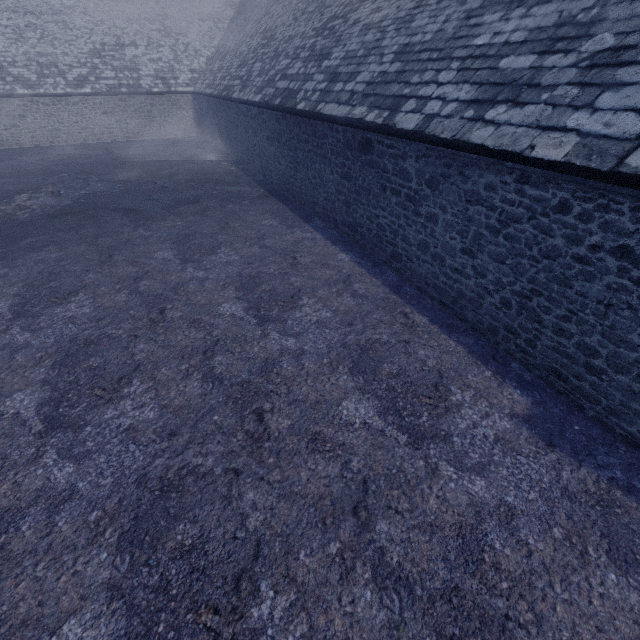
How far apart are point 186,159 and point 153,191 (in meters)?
6.37
